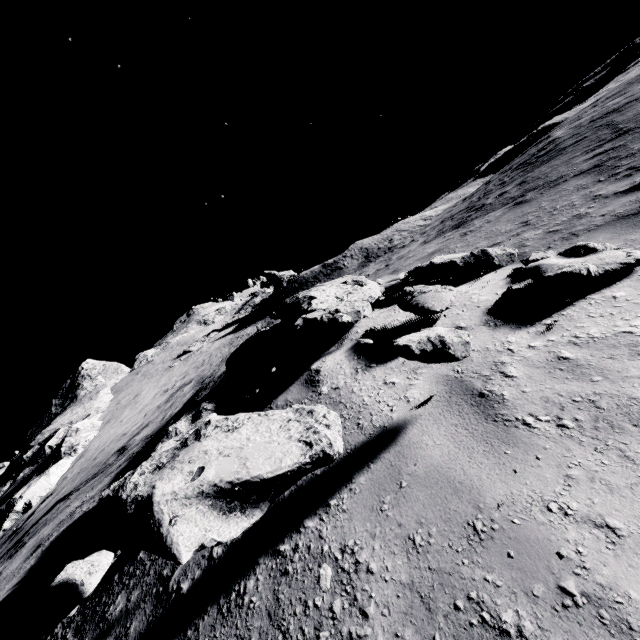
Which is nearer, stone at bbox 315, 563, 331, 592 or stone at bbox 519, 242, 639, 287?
stone at bbox 315, 563, 331, 592

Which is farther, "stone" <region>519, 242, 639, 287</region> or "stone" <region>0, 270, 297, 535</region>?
"stone" <region>0, 270, 297, 535</region>

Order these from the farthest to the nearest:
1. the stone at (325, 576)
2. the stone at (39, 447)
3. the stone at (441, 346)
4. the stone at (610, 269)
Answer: the stone at (39, 447) → the stone at (610, 269) → the stone at (441, 346) → the stone at (325, 576)

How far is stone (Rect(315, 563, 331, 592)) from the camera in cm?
136

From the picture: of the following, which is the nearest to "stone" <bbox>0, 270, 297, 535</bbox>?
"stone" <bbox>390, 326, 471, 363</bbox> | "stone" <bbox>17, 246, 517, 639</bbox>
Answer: "stone" <bbox>17, 246, 517, 639</bbox>

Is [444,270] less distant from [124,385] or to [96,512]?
[96,512]

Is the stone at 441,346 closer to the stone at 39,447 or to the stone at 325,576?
the stone at 325,576
